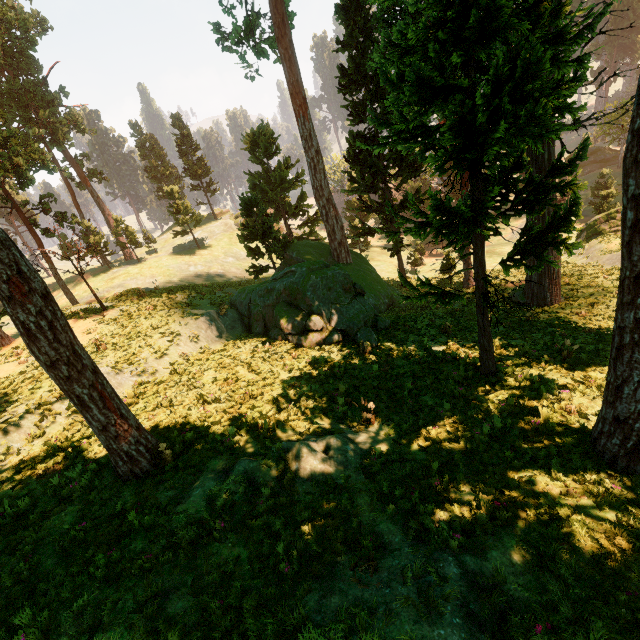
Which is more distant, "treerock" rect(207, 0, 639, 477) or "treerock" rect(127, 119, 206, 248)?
"treerock" rect(127, 119, 206, 248)

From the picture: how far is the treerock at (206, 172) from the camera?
49.5 meters

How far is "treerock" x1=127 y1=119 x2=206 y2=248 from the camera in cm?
4234

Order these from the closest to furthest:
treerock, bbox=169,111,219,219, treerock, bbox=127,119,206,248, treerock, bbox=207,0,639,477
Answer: treerock, bbox=207,0,639,477, treerock, bbox=127,119,206,248, treerock, bbox=169,111,219,219

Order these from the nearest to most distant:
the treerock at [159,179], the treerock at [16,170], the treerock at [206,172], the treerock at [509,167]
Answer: the treerock at [509,167] → the treerock at [16,170] → the treerock at [159,179] → the treerock at [206,172]

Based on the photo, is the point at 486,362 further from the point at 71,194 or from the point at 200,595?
the point at 71,194
